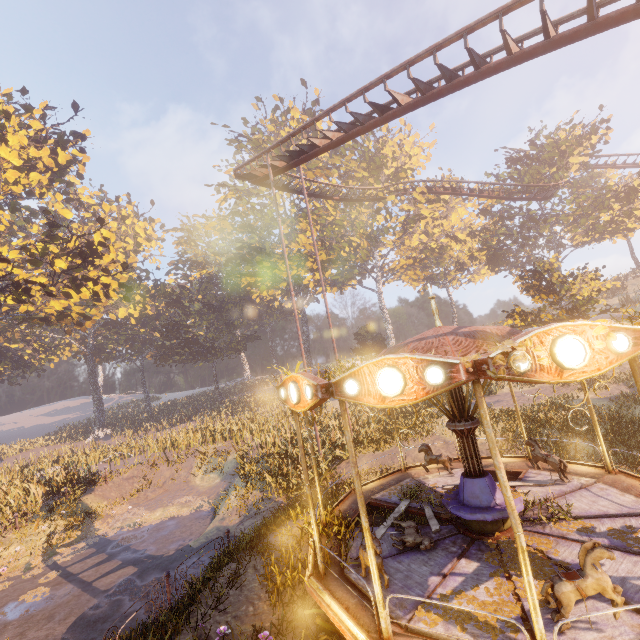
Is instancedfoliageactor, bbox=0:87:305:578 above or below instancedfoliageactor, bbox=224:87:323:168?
below

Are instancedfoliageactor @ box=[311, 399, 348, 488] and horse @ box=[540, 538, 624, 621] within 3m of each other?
no

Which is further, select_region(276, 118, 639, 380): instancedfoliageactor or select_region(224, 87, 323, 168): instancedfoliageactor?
select_region(224, 87, 323, 168): instancedfoliageactor

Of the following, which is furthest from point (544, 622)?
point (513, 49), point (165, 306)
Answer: point (165, 306)

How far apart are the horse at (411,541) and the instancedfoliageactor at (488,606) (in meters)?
0.95

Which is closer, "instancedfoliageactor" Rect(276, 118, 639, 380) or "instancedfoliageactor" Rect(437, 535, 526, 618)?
"instancedfoliageactor" Rect(437, 535, 526, 618)

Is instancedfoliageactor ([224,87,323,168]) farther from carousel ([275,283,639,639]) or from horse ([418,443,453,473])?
horse ([418,443,453,473])

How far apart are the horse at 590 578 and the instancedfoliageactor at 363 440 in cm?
1316
